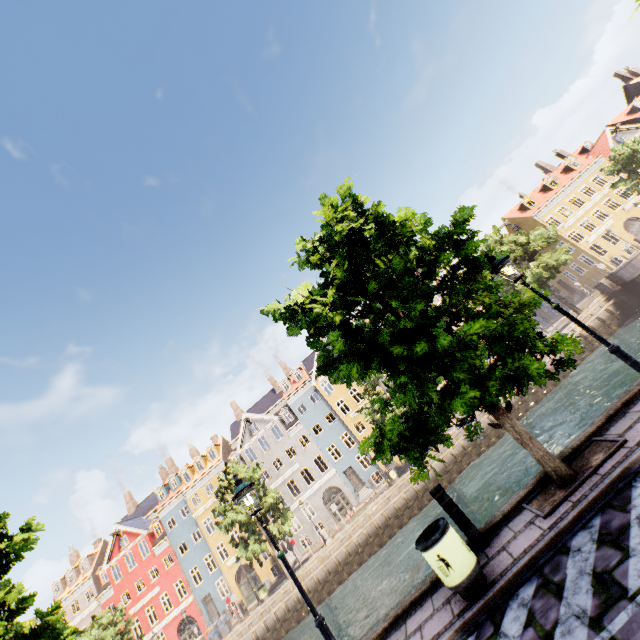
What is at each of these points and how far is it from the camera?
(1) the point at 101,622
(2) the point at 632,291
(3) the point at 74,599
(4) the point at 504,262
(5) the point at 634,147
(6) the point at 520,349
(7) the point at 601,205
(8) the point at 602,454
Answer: (1) tree, 27.0m
(2) bridge, 25.1m
(3) building, 36.8m
(4) street light, 6.6m
(5) tree, 29.2m
(6) tree, 5.8m
(7) building, 38.5m
(8) tree planter, 5.8m

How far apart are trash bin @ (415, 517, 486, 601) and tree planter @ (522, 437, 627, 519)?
1.3m

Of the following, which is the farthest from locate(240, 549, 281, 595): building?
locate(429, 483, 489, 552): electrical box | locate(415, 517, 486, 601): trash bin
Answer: locate(415, 517, 486, 601): trash bin

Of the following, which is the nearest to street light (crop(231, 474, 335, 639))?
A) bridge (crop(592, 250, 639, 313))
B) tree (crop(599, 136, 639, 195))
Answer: tree (crop(599, 136, 639, 195))

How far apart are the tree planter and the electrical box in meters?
1.0 m

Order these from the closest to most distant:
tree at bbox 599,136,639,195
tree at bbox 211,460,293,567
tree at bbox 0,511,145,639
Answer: tree at bbox 0,511,145,639 → tree at bbox 211,460,293,567 → tree at bbox 599,136,639,195

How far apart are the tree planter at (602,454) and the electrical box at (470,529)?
1.0 meters

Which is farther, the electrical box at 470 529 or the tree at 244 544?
the tree at 244 544
